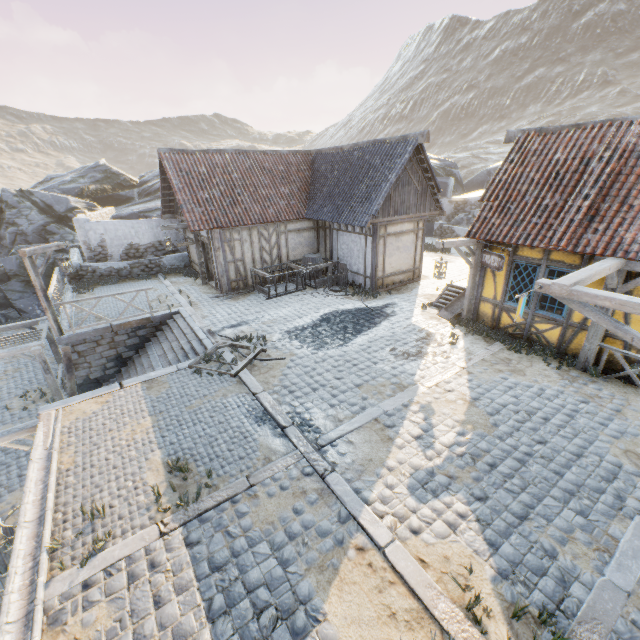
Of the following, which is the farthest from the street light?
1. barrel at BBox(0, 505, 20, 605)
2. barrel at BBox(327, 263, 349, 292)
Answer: barrel at BBox(327, 263, 349, 292)

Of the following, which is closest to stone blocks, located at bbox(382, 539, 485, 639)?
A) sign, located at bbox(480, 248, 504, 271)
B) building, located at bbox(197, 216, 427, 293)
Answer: building, located at bbox(197, 216, 427, 293)

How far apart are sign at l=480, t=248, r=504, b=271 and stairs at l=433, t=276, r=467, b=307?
2.18m

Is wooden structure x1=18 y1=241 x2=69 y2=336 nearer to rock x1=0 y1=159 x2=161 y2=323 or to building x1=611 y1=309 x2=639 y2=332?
rock x1=0 y1=159 x2=161 y2=323

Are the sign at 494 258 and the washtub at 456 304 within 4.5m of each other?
yes

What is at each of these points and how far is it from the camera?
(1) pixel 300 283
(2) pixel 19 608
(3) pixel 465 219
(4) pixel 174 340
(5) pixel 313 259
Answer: (1) wagon, 14.8 meters
(2) stone gutter, 4.0 meters
(3) rock, 23.1 meters
(4) stairs, 11.7 meters
(5) barrel, 15.3 meters

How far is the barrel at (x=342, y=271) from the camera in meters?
14.2 m

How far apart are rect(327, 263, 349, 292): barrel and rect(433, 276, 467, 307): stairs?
3.70m
